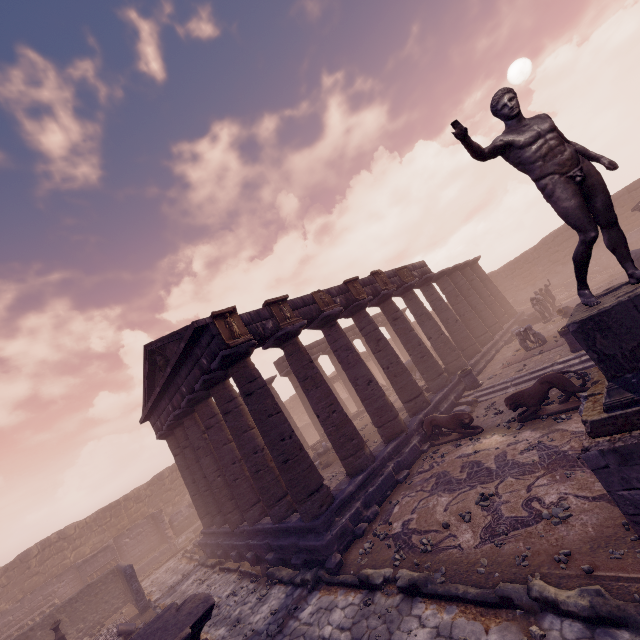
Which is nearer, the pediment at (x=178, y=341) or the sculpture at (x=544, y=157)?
the sculpture at (x=544, y=157)

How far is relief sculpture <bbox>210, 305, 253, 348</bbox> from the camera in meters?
9.8 m

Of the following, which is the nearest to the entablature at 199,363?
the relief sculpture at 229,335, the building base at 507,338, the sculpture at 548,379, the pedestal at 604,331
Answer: the relief sculpture at 229,335

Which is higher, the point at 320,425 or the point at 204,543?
the point at 320,425

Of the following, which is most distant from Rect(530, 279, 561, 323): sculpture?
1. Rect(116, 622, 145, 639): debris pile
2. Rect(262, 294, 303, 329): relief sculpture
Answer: Rect(116, 622, 145, 639): debris pile

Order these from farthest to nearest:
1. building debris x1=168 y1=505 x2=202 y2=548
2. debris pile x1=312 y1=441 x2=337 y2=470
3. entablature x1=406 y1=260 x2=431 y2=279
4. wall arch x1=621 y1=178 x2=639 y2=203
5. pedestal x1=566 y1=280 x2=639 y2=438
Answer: wall arch x1=621 y1=178 x2=639 y2=203 → building debris x1=168 y1=505 x2=202 y2=548 → entablature x1=406 y1=260 x2=431 y2=279 → debris pile x1=312 y1=441 x2=337 y2=470 → pedestal x1=566 y1=280 x2=639 y2=438

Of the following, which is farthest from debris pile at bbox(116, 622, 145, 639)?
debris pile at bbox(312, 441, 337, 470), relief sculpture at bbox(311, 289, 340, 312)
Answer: relief sculpture at bbox(311, 289, 340, 312)

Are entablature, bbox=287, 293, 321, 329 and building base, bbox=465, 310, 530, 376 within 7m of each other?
yes
